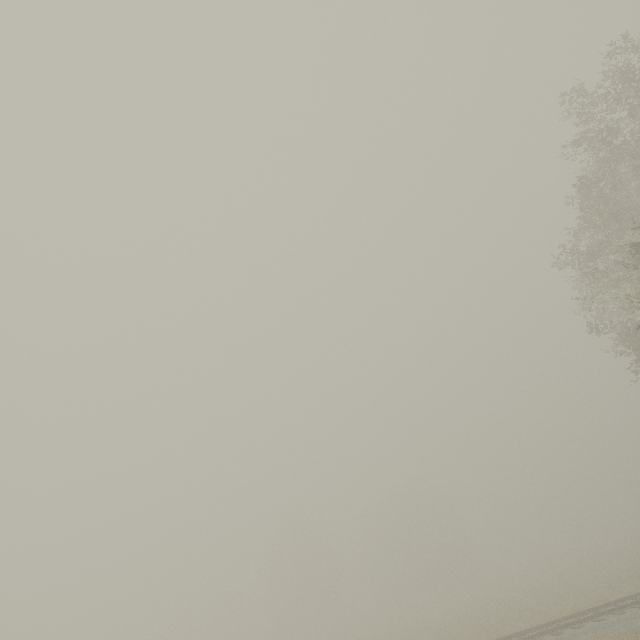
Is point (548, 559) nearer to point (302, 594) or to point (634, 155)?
point (302, 594)
